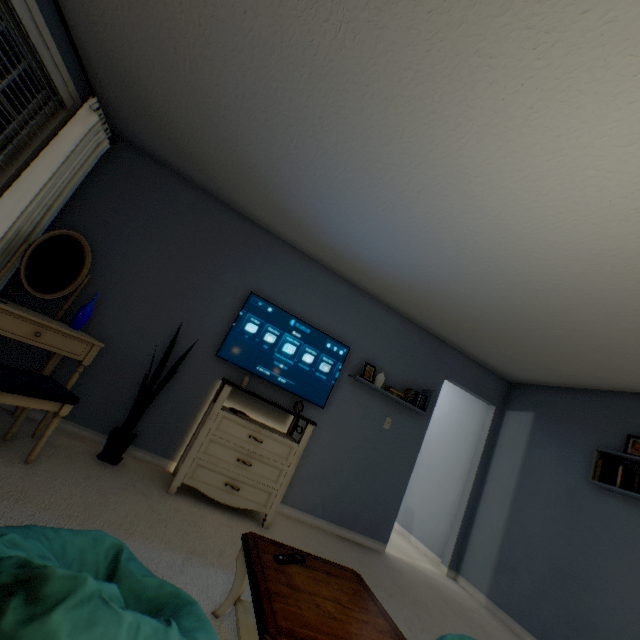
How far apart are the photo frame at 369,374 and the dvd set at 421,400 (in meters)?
0.44

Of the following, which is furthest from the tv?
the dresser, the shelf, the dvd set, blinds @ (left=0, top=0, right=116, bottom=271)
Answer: the shelf

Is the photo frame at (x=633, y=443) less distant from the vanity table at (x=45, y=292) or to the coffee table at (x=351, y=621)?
the coffee table at (x=351, y=621)

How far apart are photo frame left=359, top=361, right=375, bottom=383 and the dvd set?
0.44m

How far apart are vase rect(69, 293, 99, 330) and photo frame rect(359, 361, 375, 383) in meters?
2.6 m

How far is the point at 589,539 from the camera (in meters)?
2.89

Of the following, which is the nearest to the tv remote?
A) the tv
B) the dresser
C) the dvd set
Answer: the dresser

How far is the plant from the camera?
2.5m
